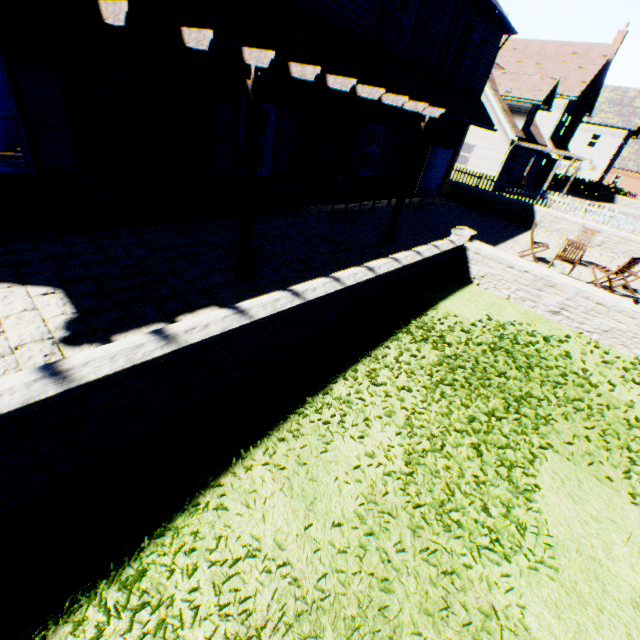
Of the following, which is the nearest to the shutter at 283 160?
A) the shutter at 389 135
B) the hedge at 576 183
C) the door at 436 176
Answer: the shutter at 389 135

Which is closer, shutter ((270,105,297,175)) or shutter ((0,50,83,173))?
shutter ((0,50,83,173))

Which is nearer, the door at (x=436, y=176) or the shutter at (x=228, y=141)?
the shutter at (x=228, y=141)

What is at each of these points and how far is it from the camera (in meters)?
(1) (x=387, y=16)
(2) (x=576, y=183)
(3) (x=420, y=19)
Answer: (1) shutter, 8.90
(2) hedge, 37.28
(3) shutter, 9.84

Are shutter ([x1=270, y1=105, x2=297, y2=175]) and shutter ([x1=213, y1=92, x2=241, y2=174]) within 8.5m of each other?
yes

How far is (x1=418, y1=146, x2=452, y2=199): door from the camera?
14.4m

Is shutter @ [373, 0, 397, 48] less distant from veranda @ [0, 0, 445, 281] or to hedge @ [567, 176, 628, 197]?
veranda @ [0, 0, 445, 281]

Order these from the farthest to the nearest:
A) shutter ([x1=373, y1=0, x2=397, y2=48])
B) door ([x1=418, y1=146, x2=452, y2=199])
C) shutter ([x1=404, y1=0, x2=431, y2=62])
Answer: door ([x1=418, y1=146, x2=452, y2=199]), shutter ([x1=404, y1=0, x2=431, y2=62]), shutter ([x1=373, y1=0, x2=397, y2=48])
